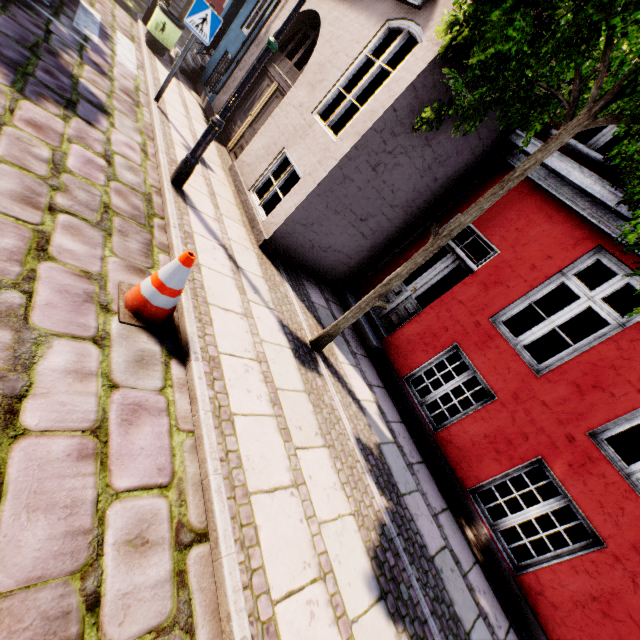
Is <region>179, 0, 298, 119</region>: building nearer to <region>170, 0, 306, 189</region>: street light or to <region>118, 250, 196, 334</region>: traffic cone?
<region>170, 0, 306, 189</region>: street light

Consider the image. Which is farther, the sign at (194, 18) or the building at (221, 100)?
the building at (221, 100)

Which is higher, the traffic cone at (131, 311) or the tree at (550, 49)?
the tree at (550, 49)

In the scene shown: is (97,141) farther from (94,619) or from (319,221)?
(94,619)

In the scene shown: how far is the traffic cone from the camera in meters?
2.7

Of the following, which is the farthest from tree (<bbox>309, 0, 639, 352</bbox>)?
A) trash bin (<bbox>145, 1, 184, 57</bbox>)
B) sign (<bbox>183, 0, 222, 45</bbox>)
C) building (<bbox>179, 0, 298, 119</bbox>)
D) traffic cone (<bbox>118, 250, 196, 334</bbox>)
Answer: trash bin (<bbox>145, 1, 184, 57</bbox>)

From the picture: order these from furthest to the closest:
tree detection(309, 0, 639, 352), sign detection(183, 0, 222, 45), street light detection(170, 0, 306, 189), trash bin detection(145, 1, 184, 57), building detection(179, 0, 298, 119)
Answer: trash bin detection(145, 1, 184, 57) → building detection(179, 0, 298, 119) → sign detection(183, 0, 222, 45) → street light detection(170, 0, 306, 189) → tree detection(309, 0, 639, 352)

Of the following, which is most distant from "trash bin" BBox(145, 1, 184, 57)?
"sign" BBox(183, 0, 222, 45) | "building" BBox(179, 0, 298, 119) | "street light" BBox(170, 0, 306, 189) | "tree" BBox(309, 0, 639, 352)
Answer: "tree" BBox(309, 0, 639, 352)
